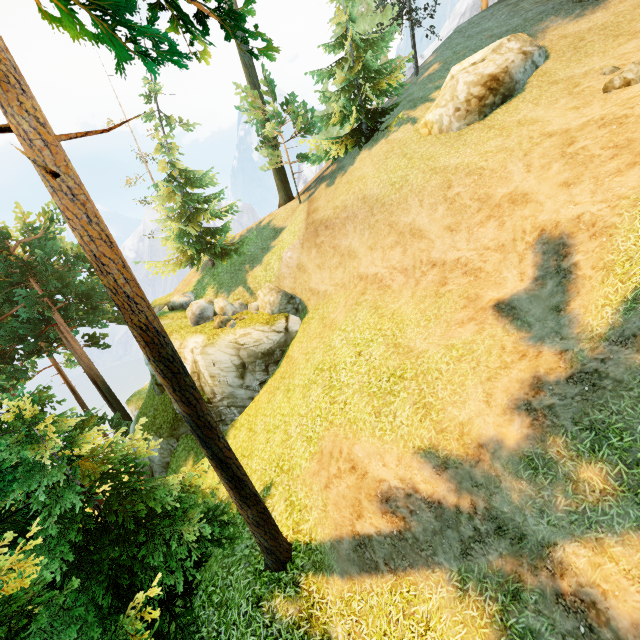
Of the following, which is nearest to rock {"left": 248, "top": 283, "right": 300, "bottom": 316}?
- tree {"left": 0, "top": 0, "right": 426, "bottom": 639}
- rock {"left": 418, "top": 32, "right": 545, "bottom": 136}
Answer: tree {"left": 0, "top": 0, "right": 426, "bottom": 639}

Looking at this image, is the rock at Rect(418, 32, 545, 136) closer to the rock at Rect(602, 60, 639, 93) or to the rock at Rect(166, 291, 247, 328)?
the rock at Rect(602, 60, 639, 93)

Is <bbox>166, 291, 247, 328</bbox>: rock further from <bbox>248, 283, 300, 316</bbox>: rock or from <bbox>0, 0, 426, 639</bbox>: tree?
<bbox>0, 0, 426, 639</bbox>: tree

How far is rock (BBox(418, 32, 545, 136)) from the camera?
13.2m

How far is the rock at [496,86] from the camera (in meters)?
13.17

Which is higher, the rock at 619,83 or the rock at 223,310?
the rock at 619,83

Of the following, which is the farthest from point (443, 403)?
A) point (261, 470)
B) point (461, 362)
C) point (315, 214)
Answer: point (315, 214)

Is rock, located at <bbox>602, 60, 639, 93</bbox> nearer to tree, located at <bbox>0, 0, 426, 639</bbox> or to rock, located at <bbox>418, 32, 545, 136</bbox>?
rock, located at <bbox>418, 32, 545, 136</bbox>
